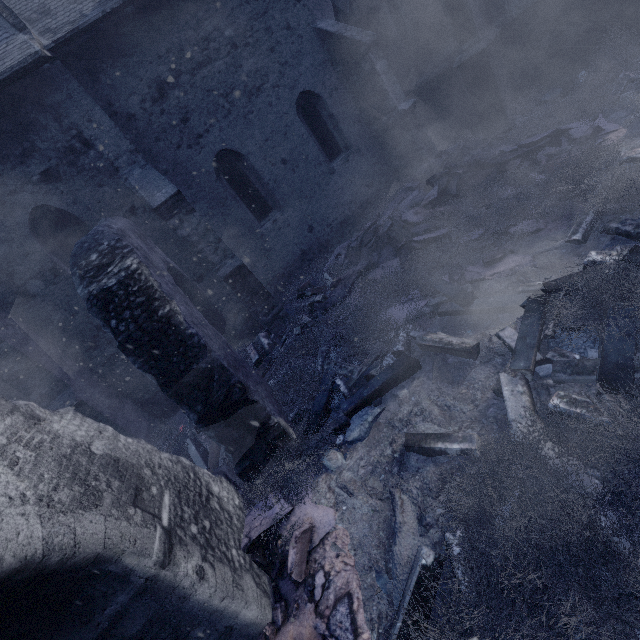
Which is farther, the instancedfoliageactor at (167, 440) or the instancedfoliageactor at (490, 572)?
the instancedfoliageactor at (167, 440)

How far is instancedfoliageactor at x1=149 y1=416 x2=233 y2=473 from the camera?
5.3 meters

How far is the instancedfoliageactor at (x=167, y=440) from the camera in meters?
5.3 m

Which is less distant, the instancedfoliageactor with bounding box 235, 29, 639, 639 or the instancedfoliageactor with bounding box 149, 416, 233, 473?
the instancedfoliageactor with bounding box 235, 29, 639, 639

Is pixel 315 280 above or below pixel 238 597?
below

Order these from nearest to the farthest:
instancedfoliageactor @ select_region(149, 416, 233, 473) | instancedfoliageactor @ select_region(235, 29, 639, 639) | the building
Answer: instancedfoliageactor @ select_region(235, 29, 639, 639)
instancedfoliageactor @ select_region(149, 416, 233, 473)
the building

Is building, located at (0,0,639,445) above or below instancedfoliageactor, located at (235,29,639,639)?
above

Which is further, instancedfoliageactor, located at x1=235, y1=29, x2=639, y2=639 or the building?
the building
